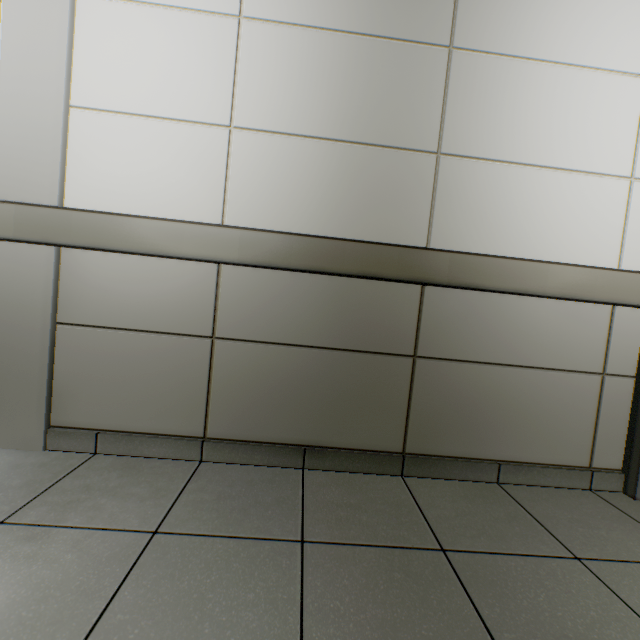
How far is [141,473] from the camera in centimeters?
142cm
